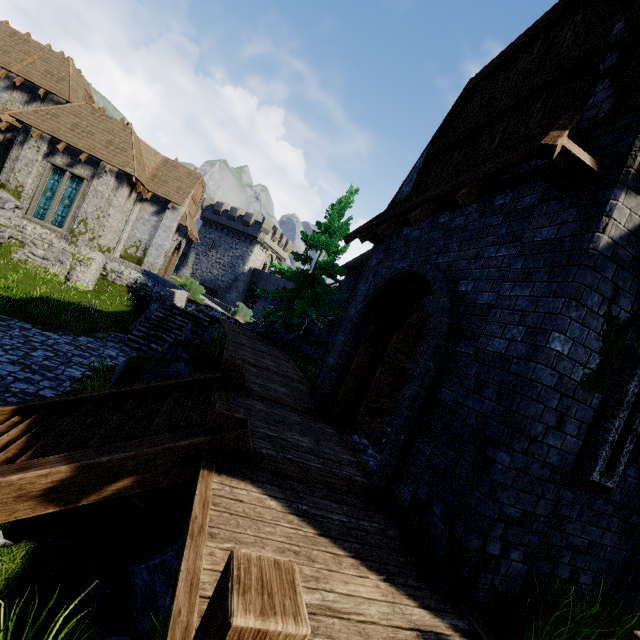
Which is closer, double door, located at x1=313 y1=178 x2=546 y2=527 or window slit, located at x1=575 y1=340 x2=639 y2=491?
window slit, located at x1=575 y1=340 x2=639 y2=491

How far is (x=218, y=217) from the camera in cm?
4603

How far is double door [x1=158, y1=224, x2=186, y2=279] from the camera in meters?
25.4

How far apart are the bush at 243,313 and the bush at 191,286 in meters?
4.7

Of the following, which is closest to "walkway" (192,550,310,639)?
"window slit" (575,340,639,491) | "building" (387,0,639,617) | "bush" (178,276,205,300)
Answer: "building" (387,0,639,617)

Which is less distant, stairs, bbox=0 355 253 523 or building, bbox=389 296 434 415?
stairs, bbox=0 355 253 523

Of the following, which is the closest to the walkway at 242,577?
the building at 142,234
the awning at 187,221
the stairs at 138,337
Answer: the stairs at 138,337

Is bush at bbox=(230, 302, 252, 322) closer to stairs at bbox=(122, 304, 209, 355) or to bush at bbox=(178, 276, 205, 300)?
bush at bbox=(178, 276, 205, 300)
